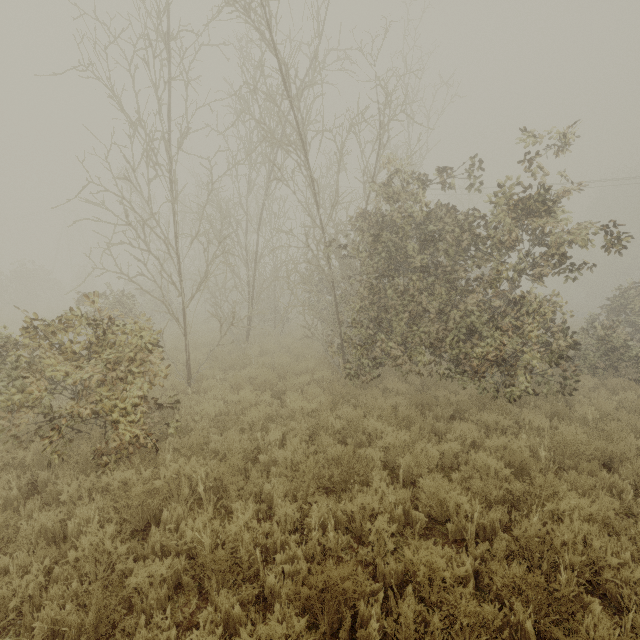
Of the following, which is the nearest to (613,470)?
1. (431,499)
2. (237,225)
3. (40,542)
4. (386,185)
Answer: (431,499)
